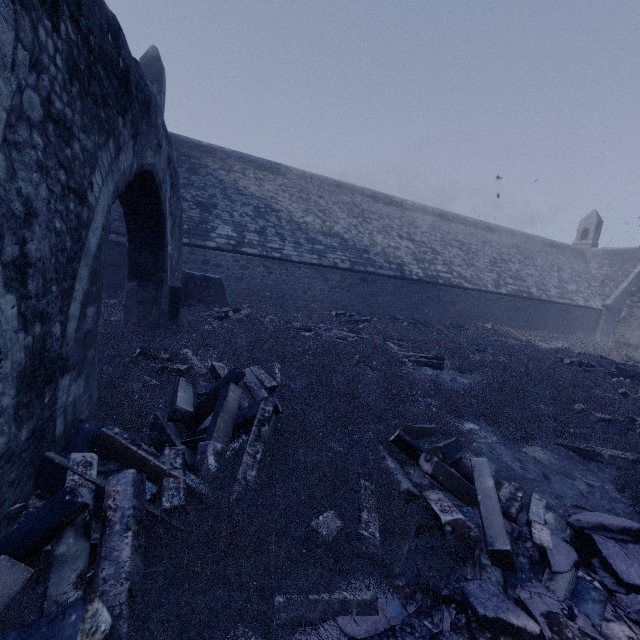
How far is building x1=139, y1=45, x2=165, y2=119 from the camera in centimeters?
1705cm

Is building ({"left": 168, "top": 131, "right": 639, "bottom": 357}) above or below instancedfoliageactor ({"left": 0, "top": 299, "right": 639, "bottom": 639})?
above

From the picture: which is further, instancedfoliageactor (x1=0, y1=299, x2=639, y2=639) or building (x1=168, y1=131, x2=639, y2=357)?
building (x1=168, y1=131, x2=639, y2=357)

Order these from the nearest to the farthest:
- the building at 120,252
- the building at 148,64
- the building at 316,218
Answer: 1. the building at 120,252
2. the building at 316,218
3. the building at 148,64

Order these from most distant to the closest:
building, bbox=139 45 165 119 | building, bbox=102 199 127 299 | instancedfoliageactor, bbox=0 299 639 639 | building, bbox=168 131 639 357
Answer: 1. building, bbox=139 45 165 119
2. building, bbox=168 131 639 357
3. building, bbox=102 199 127 299
4. instancedfoliageactor, bbox=0 299 639 639

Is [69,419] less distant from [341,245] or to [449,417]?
[449,417]

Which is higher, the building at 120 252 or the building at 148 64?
the building at 148 64
